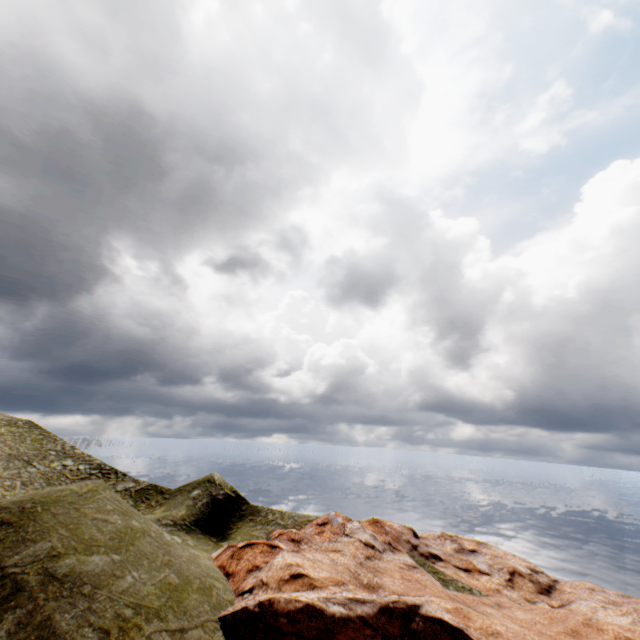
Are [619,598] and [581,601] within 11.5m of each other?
yes
